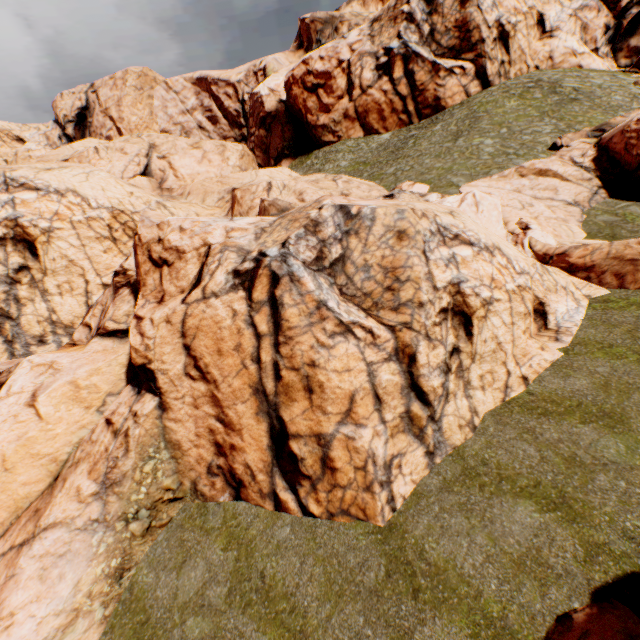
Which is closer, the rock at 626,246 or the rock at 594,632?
the rock at 594,632

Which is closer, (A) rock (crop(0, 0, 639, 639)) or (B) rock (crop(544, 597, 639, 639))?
(B) rock (crop(544, 597, 639, 639))

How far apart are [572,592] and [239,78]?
76.54m
